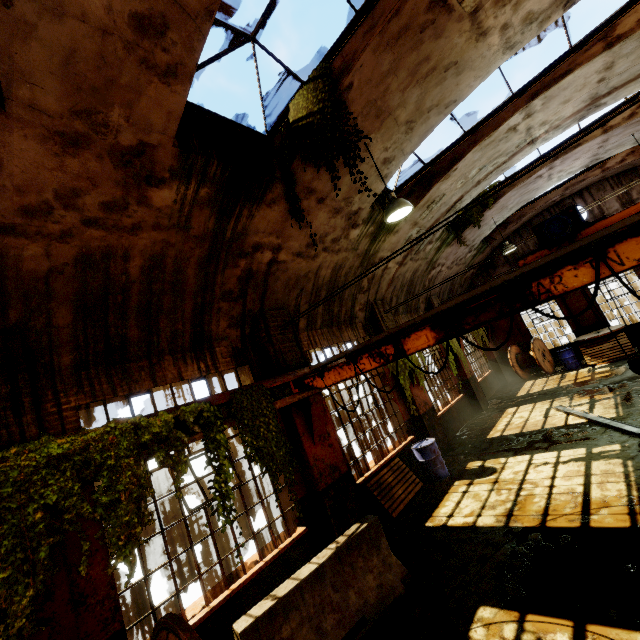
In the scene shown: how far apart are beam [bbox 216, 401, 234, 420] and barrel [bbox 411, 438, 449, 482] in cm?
563

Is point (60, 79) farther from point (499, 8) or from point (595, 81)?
point (595, 81)

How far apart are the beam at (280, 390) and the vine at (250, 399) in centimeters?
4cm

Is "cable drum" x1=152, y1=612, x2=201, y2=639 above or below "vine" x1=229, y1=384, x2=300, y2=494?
below

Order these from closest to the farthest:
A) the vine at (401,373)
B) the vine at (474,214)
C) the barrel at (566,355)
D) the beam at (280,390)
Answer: the beam at (280,390) → the vine at (401,373) → the vine at (474,214) → the barrel at (566,355)

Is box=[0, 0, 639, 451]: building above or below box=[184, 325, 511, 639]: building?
above

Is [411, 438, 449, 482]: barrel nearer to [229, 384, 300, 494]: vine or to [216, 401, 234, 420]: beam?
[229, 384, 300, 494]: vine

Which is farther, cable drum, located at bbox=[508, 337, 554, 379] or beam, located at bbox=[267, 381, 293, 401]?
cable drum, located at bbox=[508, 337, 554, 379]
